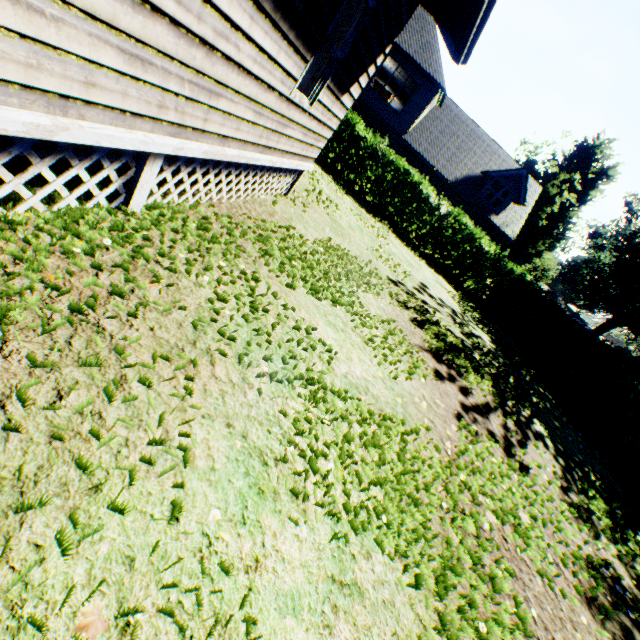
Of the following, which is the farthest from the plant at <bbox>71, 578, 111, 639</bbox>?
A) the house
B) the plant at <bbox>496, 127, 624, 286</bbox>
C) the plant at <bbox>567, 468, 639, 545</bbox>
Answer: the plant at <bbox>567, 468, 639, 545</bbox>

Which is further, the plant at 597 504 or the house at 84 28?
the plant at 597 504

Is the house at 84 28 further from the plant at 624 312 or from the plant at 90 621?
the plant at 624 312

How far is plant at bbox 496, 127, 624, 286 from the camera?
42.3 meters

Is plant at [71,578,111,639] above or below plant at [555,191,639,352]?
below

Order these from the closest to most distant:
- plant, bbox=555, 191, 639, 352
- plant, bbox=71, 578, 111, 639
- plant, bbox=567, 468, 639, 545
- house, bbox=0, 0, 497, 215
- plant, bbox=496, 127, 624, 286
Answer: plant, bbox=71, 578, 111, 639
house, bbox=0, 0, 497, 215
plant, bbox=567, 468, 639, 545
plant, bbox=496, 127, 624, 286
plant, bbox=555, 191, 639, 352

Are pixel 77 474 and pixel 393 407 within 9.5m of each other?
yes

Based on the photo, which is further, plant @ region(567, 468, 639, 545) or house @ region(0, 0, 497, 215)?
plant @ region(567, 468, 639, 545)
